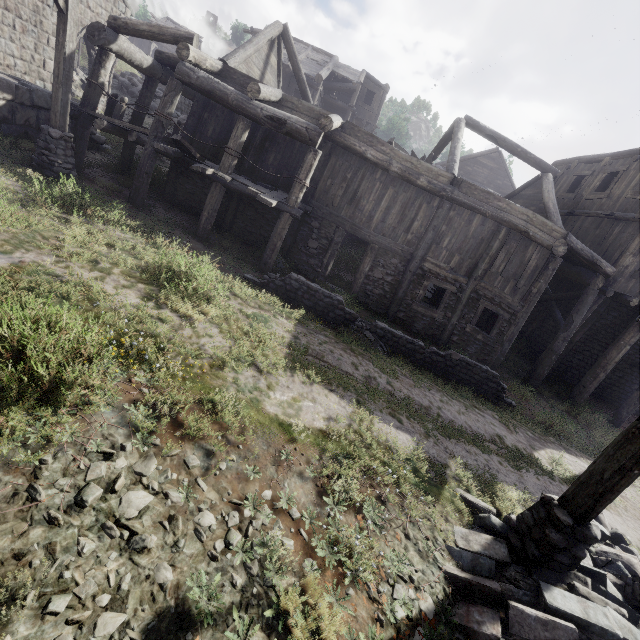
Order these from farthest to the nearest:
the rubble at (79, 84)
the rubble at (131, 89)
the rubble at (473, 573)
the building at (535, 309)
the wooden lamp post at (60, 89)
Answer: the rubble at (131, 89)
the rubble at (79, 84)
the building at (535, 309)
the wooden lamp post at (60, 89)
the rubble at (473, 573)

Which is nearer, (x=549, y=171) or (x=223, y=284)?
A: (x=223, y=284)

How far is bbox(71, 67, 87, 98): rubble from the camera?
17.52m

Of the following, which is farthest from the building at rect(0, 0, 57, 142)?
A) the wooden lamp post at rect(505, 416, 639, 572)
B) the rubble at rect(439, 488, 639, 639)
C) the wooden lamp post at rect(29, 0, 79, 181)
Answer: the wooden lamp post at rect(505, 416, 639, 572)

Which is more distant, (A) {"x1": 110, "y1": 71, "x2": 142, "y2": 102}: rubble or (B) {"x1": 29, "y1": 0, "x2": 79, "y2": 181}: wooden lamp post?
(A) {"x1": 110, "y1": 71, "x2": 142, "y2": 102}: rubble

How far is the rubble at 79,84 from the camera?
17.5 meters

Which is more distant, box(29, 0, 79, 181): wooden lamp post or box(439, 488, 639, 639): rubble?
box(29, 0, 79, 181): wooden lamp post
